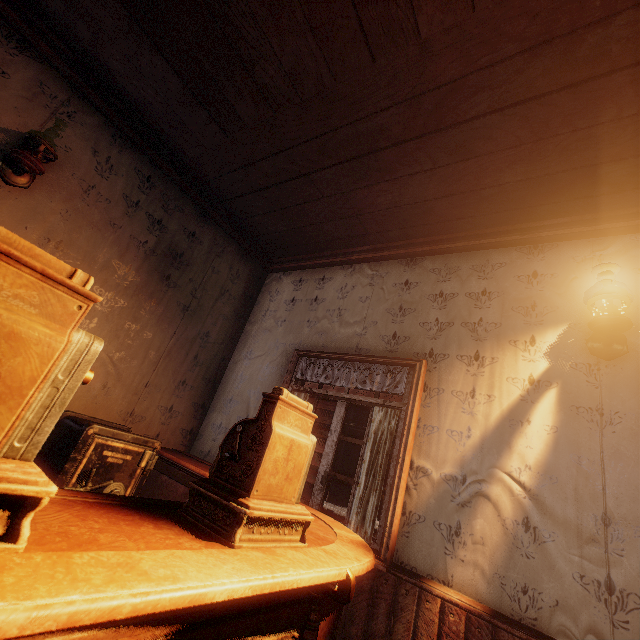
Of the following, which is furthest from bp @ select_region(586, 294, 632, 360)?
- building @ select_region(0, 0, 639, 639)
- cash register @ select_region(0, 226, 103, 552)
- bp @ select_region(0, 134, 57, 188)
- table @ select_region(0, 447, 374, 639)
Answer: bp @ select_region(0, 134, 57, 188)

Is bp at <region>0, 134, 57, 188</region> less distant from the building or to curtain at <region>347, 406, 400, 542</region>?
the building

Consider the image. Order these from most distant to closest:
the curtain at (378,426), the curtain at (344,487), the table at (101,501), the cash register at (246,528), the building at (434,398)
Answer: the curtain at (344,487)
the curtain at (378,426)
the building at (434,398)
the cash register at (246,528)
the table at (101,501)

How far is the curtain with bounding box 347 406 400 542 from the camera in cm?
254

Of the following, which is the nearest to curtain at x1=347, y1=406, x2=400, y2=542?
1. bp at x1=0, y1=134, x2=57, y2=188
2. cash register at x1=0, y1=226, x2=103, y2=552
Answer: cash register at x1=0, y1=226, x2=103, y2=552

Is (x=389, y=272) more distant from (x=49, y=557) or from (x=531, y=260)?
(x=49, y=557)

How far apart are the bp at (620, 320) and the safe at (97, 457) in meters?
3.6

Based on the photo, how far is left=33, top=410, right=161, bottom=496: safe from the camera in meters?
2.4 m
